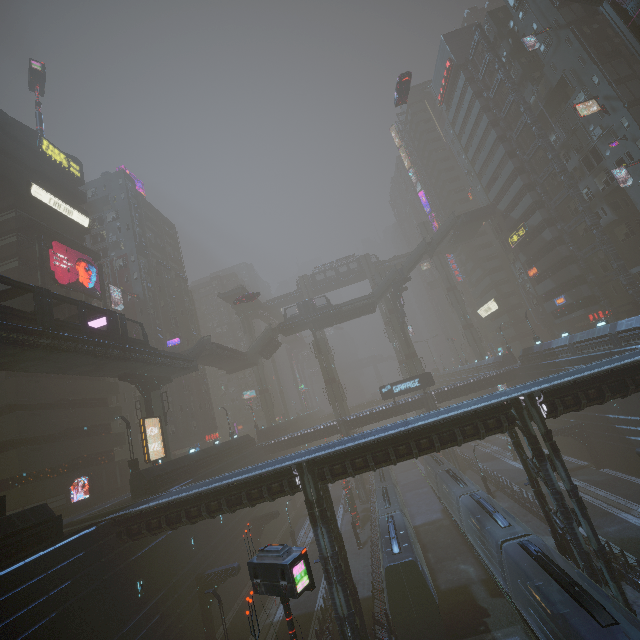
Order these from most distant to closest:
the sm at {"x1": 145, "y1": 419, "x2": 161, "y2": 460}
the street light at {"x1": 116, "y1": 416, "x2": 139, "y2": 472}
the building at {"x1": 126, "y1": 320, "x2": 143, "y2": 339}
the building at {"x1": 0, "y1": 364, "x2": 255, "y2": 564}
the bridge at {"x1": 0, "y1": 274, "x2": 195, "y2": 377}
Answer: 1. the building at {"x1": 126, "y1": 320, "x2": 143, "y2": 339}
2. the sm at {"x1": 145, "y1": 419, "x2": 161, "y2": 460}
3. the street light at {"x1": 116, "y1": 416, "x2": 139, "y2": 472}
4. the building at {"x1": 0, "y1": 364, "x2": 255, "y2": 564}
5. the bridge at {"x1": 0, "y1": 274, "x2": 195, "y2": 377}

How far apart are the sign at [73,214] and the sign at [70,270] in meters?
5.6

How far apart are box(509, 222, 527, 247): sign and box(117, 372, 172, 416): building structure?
55.2m

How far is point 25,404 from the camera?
29.19m

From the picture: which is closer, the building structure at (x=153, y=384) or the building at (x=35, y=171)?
the building structure at (x=153, y=384)

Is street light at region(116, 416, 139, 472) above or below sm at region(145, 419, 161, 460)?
below

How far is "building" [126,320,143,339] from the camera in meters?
47.3 m

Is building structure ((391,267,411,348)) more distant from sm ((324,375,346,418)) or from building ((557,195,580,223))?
sm ((324,375,346,418))
